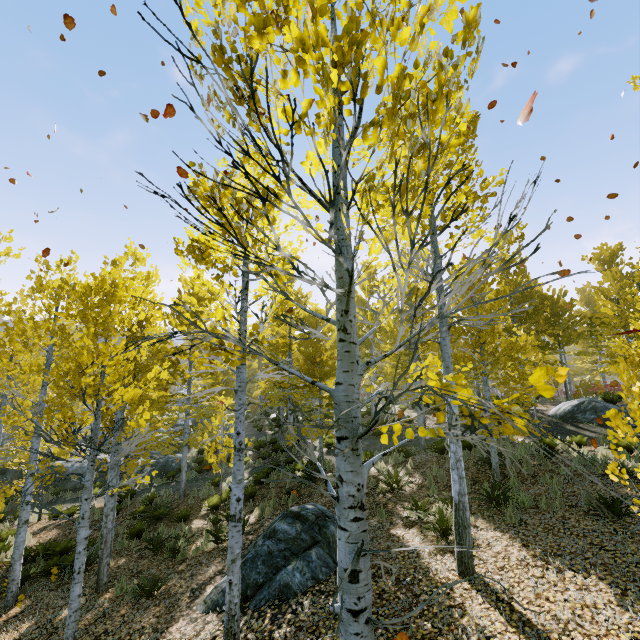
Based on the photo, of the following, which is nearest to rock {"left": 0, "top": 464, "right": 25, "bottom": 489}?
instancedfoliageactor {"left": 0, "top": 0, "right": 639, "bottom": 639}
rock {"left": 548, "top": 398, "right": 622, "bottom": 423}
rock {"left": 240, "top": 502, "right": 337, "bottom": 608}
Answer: instancedfoliageactor {"left": 0, "top": 0, "right": 639, "bottom": 639}

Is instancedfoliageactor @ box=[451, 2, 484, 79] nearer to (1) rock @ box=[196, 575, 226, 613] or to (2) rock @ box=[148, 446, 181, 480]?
(2) rock @ box=[148, 446, 181, 480]

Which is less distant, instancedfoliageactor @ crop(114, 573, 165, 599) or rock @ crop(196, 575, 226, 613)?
rock @ crop(196, 575, 226, 613)

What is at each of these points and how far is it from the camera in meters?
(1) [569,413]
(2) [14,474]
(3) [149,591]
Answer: (1) rock, 15.2
(2) rock, 18.6
(3) instancedfoliageactor, 7.0

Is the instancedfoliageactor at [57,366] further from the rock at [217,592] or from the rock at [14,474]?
the rock at [217,592]

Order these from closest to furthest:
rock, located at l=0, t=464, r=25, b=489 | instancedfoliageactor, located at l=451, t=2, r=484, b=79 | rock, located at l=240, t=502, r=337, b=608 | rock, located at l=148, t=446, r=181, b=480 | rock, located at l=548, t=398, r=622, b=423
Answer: instancedfoliageactor, located at l=451, t=2, r=484, b=79, rock, located at l=240, t=502, r=337, b=608, rock, located at l=548, t=398, r=622, b=423, rock, located at l=0, t=464, r=25, b=489, rock, located at l=148, t=446, r=181, b=480

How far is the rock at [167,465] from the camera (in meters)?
19.17

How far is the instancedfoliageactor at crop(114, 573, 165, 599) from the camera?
6.9m
